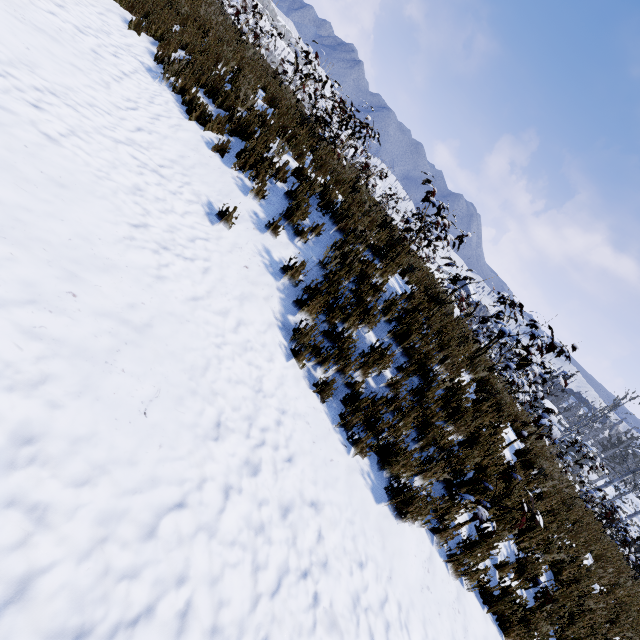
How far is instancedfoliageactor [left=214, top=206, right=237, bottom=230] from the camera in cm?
424

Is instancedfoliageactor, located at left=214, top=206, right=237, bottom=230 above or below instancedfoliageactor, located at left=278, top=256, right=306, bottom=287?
below

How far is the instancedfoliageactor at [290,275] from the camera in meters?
4.2

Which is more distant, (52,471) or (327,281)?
(327,281)
